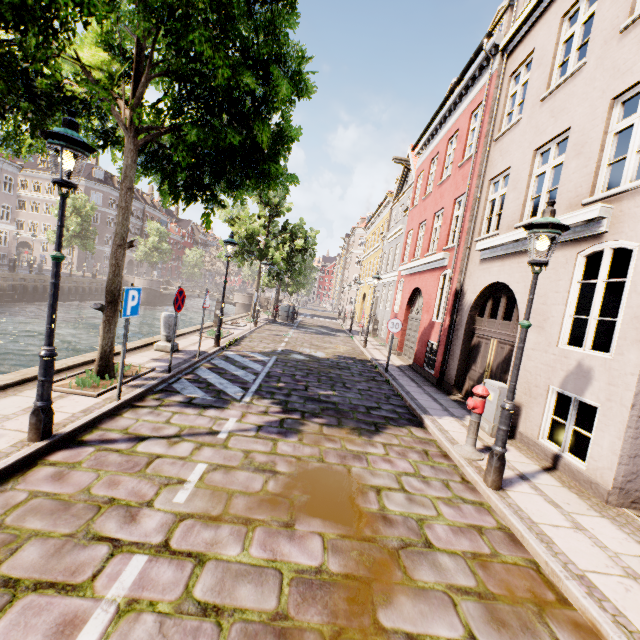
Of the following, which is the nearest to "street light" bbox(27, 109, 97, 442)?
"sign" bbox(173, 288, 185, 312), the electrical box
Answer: "sign" bbox(173, 288, 185, 312)

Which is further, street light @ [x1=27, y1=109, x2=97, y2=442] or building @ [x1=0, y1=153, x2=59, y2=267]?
building @ [x1=0, y1=153, x2=59, y2=267]

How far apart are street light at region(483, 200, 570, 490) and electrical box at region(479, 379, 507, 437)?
2.1 meters

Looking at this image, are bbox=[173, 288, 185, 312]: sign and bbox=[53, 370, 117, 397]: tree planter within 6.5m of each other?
yes

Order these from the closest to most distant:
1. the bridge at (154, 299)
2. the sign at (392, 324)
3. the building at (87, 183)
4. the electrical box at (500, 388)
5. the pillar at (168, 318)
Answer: the electrical box at (500, 388)
the pillar at (168, 318)
the sign at (392, 324)
the bridge at (154, 299)
the building at (87, 183)

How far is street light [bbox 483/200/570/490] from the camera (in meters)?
4.14

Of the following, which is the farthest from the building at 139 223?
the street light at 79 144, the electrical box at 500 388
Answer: the electrical box at 500 388

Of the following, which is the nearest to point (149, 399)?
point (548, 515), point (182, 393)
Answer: point (182, 393)
